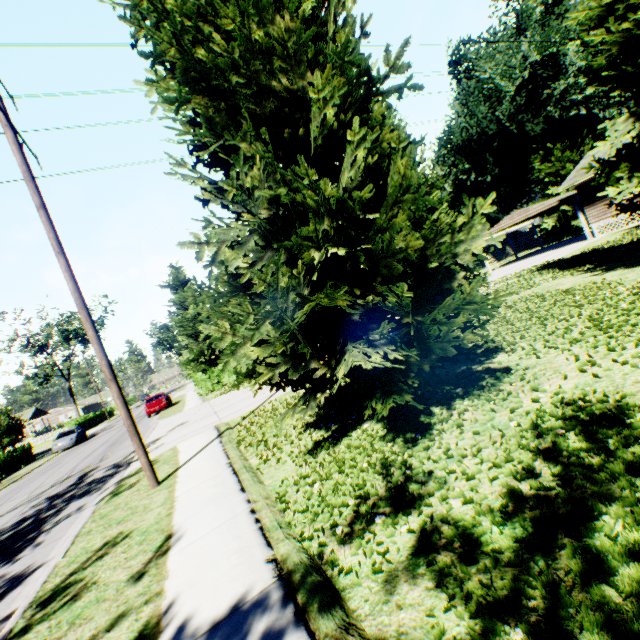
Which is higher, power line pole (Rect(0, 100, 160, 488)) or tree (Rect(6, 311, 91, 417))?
tree (Rect(6, 311, 91, 417))

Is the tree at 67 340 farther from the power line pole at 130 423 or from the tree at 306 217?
the power line pole at 130 423

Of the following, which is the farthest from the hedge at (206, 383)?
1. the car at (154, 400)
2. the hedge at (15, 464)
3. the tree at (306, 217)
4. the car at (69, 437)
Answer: the hedge at (15, 464)

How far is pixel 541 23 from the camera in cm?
4050

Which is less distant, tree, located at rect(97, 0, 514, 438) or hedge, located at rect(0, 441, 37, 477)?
tree, located at rect(97, 0, 514, 438)

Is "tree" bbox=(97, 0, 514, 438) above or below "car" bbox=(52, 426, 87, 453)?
above

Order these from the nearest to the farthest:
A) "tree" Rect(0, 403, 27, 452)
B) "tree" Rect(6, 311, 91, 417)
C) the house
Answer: the house < "tree" Rect(0, 403, 27, 452) < "tree" Rect(6, 311, 91, 417)

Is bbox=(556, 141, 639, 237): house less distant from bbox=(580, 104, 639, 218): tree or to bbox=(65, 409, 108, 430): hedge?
bbox=(580, 104, 639, 218): tree
